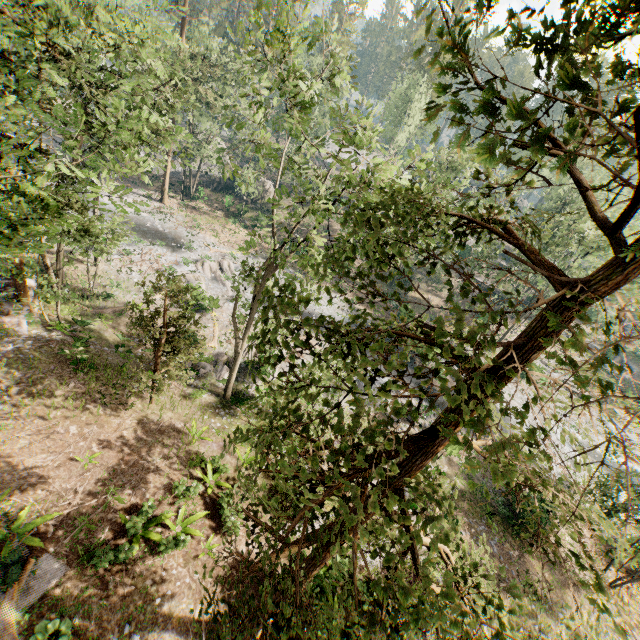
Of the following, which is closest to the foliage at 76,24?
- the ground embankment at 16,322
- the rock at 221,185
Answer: the ground embankment at 16,322

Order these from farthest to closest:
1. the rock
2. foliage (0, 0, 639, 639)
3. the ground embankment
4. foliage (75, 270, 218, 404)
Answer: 1. the rock
2. the ground embankment
3. foliage (75, 270, 218, 404)
4. foliage (0, 0, 639, 639)

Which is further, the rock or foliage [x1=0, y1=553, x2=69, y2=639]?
the rock

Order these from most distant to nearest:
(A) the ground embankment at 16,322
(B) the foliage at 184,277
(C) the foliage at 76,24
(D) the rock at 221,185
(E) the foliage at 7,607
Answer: (D) the rock at 221,185 < (A) the ground embankment at 16,322 < (B) the foliage at 184,277 < (E) the foliage at 7,607 < (C) the foliage at 76,24

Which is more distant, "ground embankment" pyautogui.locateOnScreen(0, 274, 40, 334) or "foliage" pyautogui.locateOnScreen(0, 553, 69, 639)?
"ground embankment" pyautogui.locateOnScreen(0, 274, 40, 334)

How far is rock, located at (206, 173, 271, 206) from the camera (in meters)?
47.72

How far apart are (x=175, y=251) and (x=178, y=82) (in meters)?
17.01

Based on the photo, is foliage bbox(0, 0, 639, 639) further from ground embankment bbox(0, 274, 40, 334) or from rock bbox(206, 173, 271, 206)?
rock bbox(206, 173, 271, 206)
